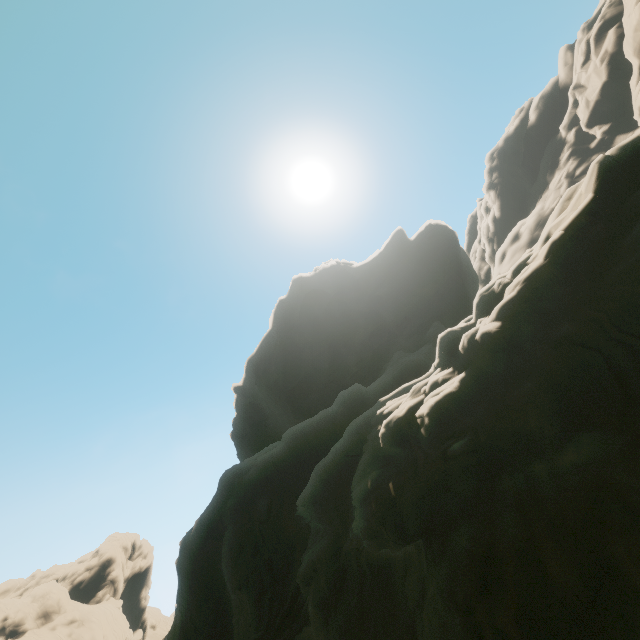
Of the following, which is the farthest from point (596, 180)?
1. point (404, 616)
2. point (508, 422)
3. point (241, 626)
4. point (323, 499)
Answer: point (241, 626)
